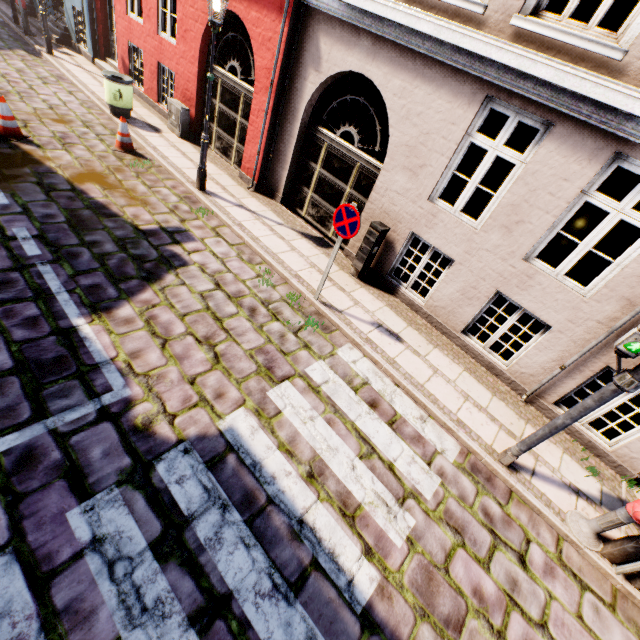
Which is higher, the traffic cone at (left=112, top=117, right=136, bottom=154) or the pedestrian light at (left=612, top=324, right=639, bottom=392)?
the pedestrian light at (left=612, top=324, right=639, bottom=392)

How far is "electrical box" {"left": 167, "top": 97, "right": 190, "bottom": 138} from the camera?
9.5m

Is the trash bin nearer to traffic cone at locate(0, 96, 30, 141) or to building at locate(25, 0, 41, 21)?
building at locate(25, 0, 41, 21)

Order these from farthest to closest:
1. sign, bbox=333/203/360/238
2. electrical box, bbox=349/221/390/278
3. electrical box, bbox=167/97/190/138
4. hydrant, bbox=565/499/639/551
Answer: electrical box, bbox=167/97/190/138, electrical box, bbox=349/221/390/278, sign, bbox=333/203/360/238, hydrant, bbox=565/499/639/551

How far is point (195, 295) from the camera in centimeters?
539cm

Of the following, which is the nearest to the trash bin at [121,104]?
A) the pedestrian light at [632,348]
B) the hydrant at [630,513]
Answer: the pedestrian light at [632,348]

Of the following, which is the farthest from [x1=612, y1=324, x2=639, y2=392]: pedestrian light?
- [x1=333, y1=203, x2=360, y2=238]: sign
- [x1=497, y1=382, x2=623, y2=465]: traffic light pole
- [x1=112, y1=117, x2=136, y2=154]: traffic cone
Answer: [x1=112, y1=117, x2=136, y2=154]: traffic cone

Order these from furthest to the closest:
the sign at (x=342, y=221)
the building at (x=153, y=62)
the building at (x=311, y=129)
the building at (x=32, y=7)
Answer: the building at (x=32, y=7) < the building at (x=153, y=62) < the sign at (x=342, y=221) < the building at (x=311, y=129)
